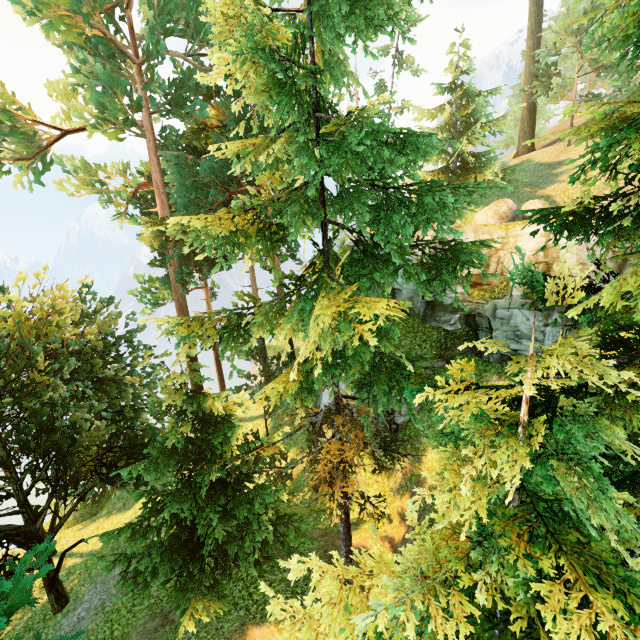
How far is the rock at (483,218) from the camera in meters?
16.0

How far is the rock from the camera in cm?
1603

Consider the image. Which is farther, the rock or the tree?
the rock

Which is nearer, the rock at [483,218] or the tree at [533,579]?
the tree at [533,579]

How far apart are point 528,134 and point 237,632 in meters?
32.5 m
